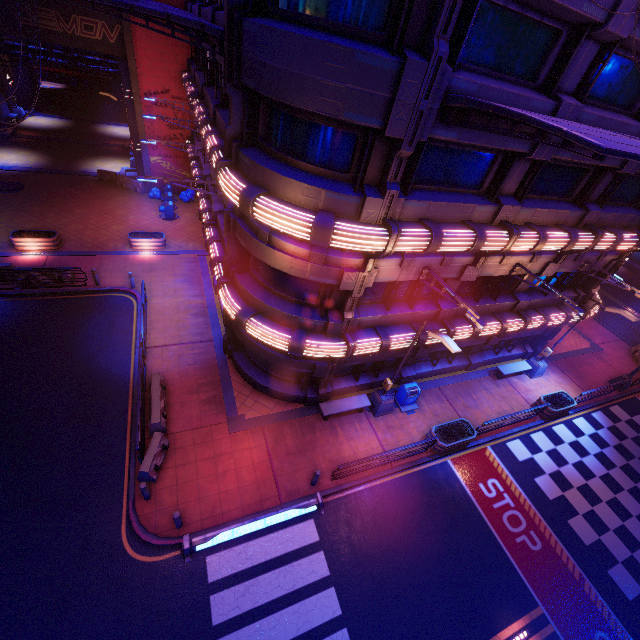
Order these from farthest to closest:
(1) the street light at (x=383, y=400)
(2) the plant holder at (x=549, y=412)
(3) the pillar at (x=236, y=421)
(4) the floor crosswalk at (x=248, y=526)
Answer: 1. (2) the plant holder at (x=549, y=412)
2. (3) the pillar at (x=236, y=421)
3. (1) the street light at (x=383, y=400)
4. (4) the floor crosswalk at (x=248, y=526)

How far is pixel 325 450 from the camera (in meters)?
13.84

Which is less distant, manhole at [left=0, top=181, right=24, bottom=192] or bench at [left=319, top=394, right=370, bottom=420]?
bench at [left=319, top=394, right=370, bottom=420]

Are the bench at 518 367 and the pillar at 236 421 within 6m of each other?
no

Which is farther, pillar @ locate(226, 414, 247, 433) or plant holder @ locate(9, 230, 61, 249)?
plant holder @ locate(9, 230, 61, 249)

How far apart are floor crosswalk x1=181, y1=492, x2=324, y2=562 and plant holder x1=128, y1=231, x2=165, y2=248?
18.1 meters

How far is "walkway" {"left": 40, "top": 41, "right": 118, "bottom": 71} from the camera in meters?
24.5

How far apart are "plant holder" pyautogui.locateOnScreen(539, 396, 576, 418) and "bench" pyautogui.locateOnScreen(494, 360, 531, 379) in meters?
1.8 m
